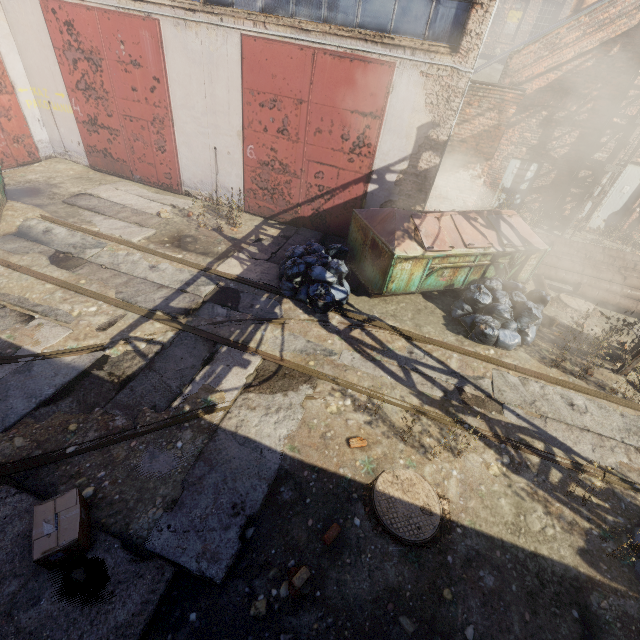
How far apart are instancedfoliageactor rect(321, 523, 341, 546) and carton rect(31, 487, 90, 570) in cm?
244

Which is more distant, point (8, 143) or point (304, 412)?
point (8, 143)

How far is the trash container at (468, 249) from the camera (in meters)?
6.84

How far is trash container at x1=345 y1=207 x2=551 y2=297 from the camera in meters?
6.8 m

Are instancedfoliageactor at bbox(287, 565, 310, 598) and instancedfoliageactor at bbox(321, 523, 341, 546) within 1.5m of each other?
yes

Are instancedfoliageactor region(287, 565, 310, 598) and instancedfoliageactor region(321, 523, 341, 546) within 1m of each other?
yes

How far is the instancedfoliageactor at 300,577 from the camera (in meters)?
3.24

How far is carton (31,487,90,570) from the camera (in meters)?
2.96
